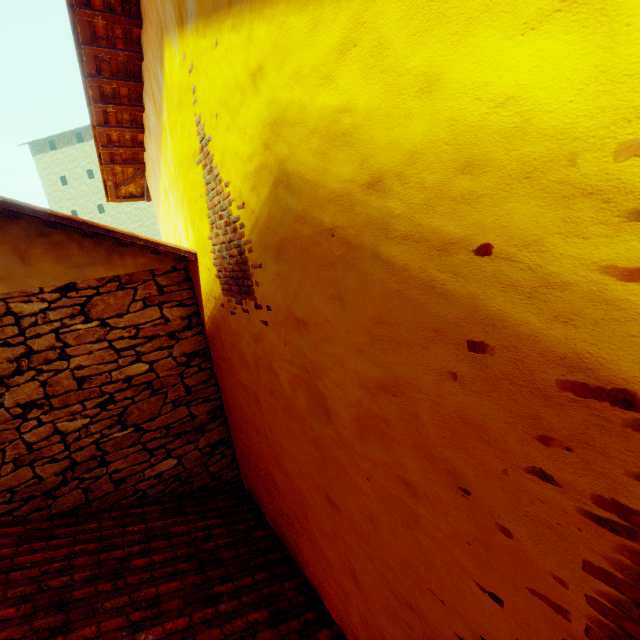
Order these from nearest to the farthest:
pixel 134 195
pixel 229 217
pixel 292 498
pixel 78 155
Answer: pixel 229 217, pixel 292 498, pixel 134 195, pixel 78 155
